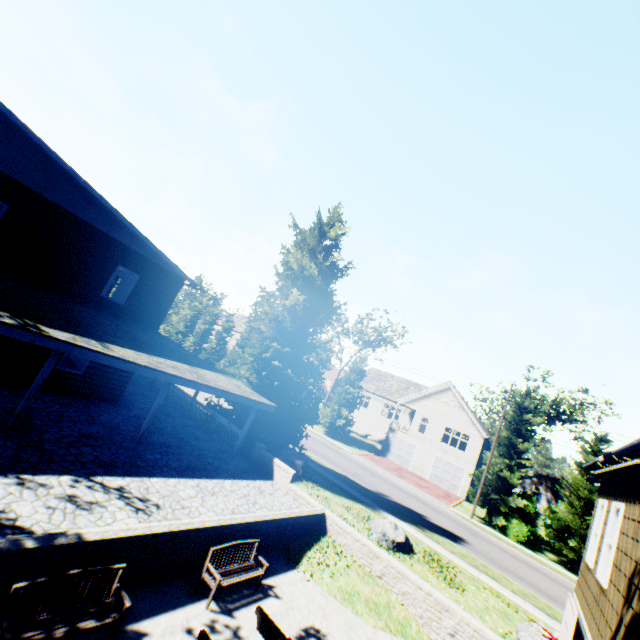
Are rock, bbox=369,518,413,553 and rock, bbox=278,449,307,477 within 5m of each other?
yes

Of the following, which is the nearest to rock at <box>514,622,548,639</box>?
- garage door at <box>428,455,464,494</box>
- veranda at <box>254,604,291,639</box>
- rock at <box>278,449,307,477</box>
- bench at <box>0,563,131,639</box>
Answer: rock at <box>278,449,307,477</box>

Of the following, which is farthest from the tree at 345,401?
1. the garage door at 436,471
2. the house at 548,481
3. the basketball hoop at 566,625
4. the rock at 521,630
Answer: the basketball hoop at 566,625

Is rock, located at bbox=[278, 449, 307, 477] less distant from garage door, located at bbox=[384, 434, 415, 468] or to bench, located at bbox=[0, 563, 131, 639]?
bench, located at bbox=[0, 563, 131, 639]

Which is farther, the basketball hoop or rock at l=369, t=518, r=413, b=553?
rock at l=369, t=518, r=413, b=553

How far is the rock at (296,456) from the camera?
17.19m

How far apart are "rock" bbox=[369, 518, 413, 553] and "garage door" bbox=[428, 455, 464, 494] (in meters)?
23.29

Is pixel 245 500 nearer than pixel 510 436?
Yes
